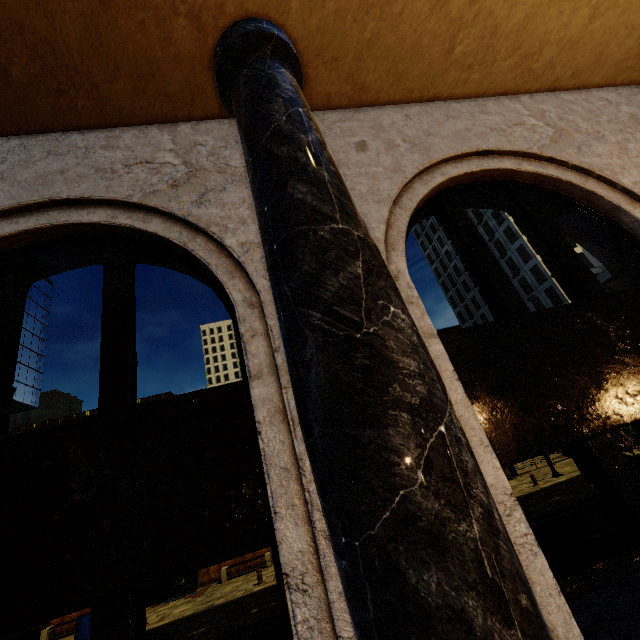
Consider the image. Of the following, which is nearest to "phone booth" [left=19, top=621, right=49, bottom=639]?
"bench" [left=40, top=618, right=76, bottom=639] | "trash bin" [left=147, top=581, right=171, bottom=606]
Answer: "bench" [left=40, top=618, right=76, bottom=639]

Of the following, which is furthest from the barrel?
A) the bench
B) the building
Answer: the building

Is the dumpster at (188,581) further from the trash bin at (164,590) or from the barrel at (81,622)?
the barrel at (81,622)

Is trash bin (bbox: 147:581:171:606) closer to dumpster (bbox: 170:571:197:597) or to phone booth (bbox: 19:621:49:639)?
dumpster (bbox: 170:571:197:597)

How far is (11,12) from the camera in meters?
2.3

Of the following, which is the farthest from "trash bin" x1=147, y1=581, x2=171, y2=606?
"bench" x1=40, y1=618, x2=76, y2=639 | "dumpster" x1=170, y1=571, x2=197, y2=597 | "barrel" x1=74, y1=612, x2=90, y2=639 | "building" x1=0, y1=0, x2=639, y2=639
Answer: "building" x1=0, y1=0, x2=639, y2=639

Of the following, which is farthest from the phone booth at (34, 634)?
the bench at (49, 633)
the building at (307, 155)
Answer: the building at (307, 155)
